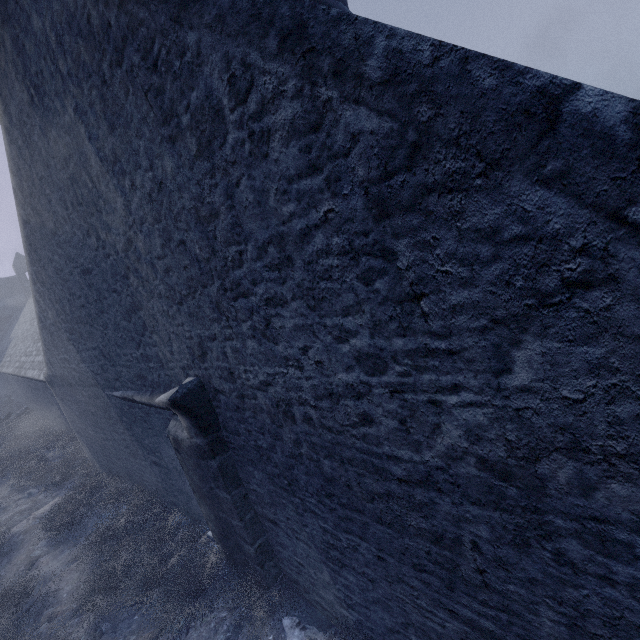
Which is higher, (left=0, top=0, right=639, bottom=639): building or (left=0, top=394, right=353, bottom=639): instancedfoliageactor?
(left=0, top=0, right=639, bottom=639): building

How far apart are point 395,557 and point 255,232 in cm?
281

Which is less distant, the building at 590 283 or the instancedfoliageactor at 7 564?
the building at 590 283

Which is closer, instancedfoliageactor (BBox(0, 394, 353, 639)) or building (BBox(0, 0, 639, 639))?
building (BBox(0, 0, 639, 639))

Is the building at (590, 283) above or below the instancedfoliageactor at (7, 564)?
above
